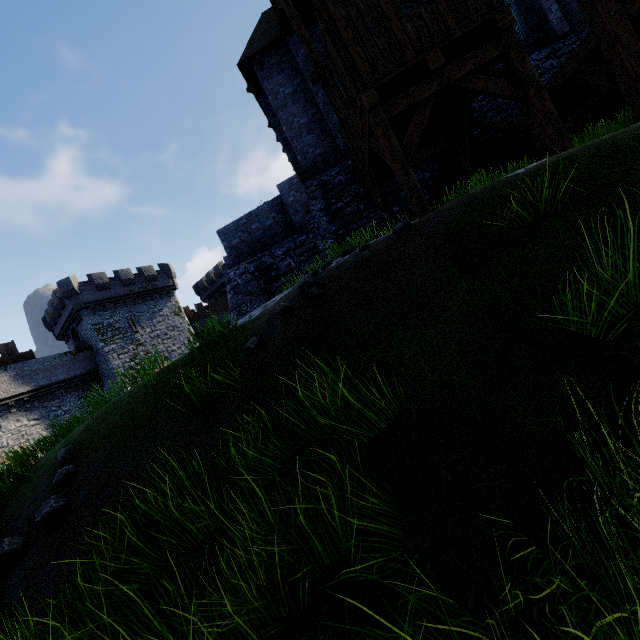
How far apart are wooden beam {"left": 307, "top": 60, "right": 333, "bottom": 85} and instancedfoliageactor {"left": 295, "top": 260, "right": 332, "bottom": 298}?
9.27m

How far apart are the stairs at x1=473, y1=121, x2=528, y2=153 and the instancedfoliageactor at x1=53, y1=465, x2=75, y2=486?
13.0 meters

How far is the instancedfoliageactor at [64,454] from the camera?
4.4m

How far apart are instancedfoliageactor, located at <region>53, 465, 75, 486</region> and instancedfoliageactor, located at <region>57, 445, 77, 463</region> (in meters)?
0.21

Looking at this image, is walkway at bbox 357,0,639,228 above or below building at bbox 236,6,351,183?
below

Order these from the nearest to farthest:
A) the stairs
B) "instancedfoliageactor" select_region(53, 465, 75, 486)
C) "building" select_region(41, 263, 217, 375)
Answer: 1. "instancedfoliageactor" select_region(53, 465, 75, 486)
2. the stairs
3. "building" select_region(41, 263, 217, 375)

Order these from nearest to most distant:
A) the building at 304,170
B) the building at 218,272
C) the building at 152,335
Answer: the building at 304,170
the building at 152,335
the building at 218,272

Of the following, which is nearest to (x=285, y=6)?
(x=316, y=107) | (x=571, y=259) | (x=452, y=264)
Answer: (x=316, y=107)
